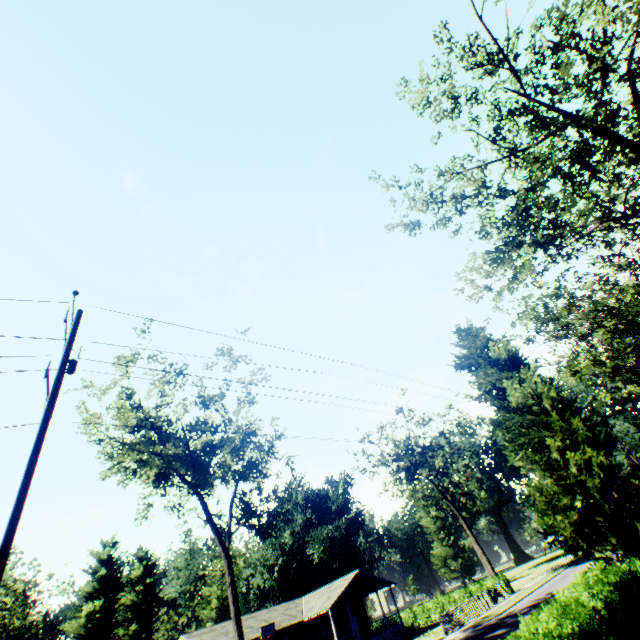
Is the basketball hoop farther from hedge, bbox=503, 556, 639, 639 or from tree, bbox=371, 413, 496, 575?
hedge, bbox=503, 556, 639, 639

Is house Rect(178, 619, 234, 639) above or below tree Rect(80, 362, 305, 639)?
below

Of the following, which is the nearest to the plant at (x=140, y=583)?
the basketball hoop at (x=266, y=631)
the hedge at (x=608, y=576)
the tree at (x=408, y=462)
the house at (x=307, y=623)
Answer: the hedge at (x=608, y=576)

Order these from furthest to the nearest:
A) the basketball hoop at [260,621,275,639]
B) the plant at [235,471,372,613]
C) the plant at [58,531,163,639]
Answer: the plant at [235,471,372,613] < the plant at [58,531,163,639] < the basketball hoop at [260,621,275,639]

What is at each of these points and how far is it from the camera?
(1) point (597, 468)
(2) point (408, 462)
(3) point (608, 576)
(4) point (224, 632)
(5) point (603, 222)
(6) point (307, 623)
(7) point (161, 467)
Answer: (1) plant, 15.91m
(2) tree, 42.00m
(3) hedge, 9.82m
(4) house, 31.47m
(5) tree, 17.80m
(6) house, 34.69m
(7) tree, 20.92m

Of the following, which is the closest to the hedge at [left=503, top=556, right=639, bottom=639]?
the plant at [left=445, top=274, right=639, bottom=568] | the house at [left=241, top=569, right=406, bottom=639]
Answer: the plant at [left=445, top=274, right=639, bottom=568]

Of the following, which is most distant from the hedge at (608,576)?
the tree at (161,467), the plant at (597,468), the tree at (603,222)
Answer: the tree at (161,467)

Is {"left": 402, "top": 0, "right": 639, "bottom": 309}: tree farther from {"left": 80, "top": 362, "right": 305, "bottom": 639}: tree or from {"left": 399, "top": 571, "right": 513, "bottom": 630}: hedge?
{"left": 399, "top": 571, "right": 513, "bottom": 630}: hedge
